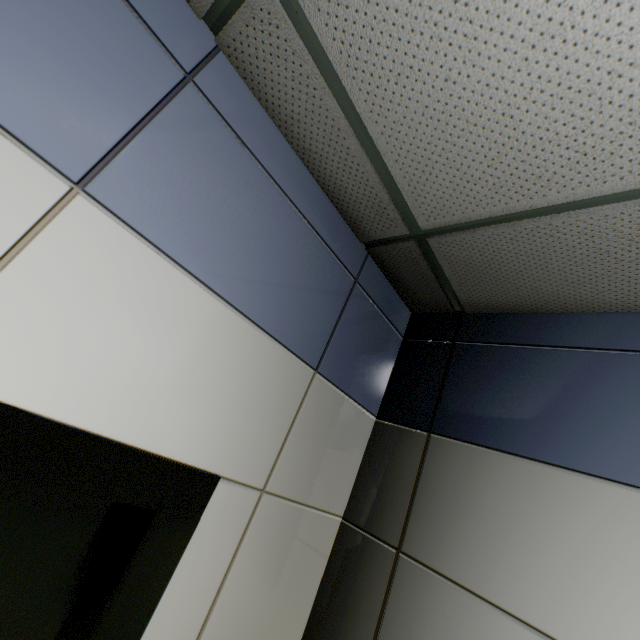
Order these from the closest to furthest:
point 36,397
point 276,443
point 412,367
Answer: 1. point 36,397
2. point 276,443
3. point 412,367
